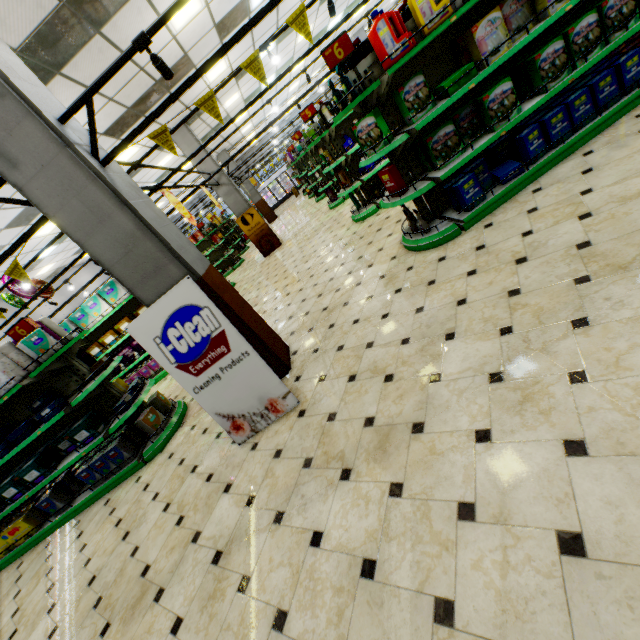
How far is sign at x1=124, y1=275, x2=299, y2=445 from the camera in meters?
3.1

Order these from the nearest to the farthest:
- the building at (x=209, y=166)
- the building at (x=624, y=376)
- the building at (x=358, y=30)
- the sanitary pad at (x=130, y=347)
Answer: the building at (x=624, y=376) → the sanitary pad at (x=130, y=347) → the building at (x=209, y=166) → the building at (x=358, y=30)

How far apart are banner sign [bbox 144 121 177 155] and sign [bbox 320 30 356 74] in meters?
0.9 m

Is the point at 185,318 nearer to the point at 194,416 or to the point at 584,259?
the point at 194,416

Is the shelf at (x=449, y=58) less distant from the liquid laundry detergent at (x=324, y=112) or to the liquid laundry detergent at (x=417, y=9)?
the liquid laundry detergent at (x=417, y=9)

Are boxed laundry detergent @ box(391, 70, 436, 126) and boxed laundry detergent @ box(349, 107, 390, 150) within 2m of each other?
yes

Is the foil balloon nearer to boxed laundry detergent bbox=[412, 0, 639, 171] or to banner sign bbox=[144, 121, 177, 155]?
banner sign bbox=[144, 121, 177, 155]

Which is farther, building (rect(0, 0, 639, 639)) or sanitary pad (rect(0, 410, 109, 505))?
sanitary pad (rect(0, 410, 109, 505))
